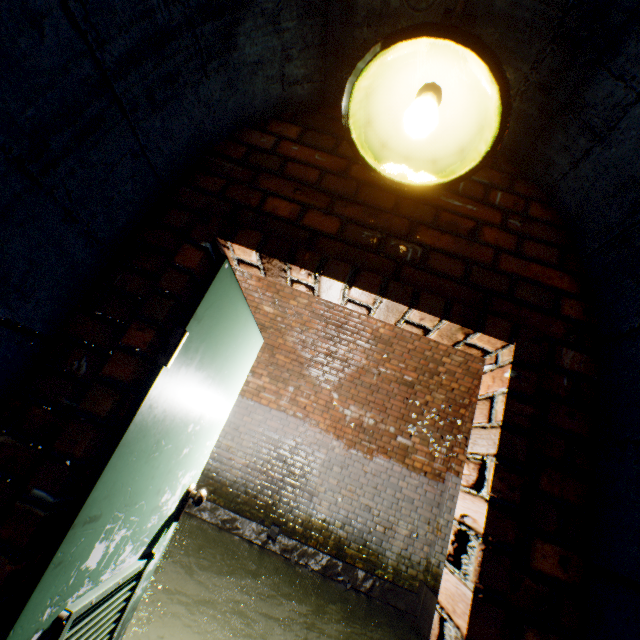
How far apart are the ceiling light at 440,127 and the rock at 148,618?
4.3m

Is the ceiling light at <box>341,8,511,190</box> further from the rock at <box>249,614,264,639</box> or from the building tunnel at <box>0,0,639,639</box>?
the rock at <box>249,614,264,639</box>

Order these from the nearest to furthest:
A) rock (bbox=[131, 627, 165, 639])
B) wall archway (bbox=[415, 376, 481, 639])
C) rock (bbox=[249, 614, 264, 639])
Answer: rock (bbox=[131, 627, 165, 639]) < rock (bbox=[249, 614, 264, 639]) < wall archway (bbox=[415, 376, 481, 639])

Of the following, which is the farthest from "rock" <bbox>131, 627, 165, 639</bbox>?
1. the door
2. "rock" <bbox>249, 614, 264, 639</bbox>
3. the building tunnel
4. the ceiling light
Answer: the ceiling light

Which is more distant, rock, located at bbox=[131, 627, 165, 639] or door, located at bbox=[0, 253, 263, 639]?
rock, located at bbox=[131, 627, 165, 639]

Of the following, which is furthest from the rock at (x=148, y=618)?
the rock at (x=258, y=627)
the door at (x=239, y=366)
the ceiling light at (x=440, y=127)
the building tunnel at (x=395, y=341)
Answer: the ceiling light at (x=440, y=127)

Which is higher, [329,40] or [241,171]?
[329,40]

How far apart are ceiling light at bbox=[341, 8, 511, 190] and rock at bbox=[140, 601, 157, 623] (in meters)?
4.31
